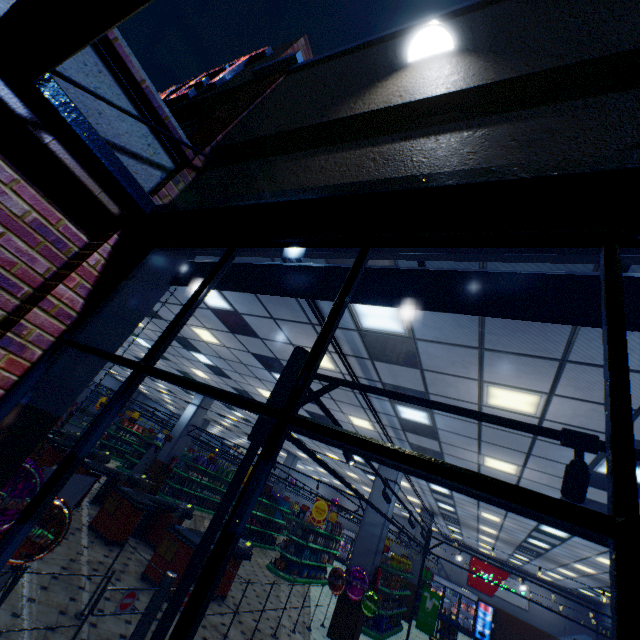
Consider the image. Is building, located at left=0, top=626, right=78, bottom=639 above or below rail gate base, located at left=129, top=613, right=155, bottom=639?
below

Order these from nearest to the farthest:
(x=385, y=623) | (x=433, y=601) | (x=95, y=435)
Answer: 1. (x=95, y=435)
2. (x=385, y=623)
3. (x=433, y=601)

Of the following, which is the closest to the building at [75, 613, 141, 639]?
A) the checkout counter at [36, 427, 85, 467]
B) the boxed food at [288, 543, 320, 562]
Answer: the checkout counter at [36, 427, 85, 467]

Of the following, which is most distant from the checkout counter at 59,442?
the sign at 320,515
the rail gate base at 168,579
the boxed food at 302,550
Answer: the boxed food at 302,550

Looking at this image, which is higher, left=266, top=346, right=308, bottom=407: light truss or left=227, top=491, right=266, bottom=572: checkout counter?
left=266, top=346, right=308, bottom=407: light truss

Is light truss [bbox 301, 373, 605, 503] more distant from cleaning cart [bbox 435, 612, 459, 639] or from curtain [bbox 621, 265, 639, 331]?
cleaning cart [bbox 435, 612, 459, 639]

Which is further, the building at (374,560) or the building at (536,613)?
the building at (536,613)
